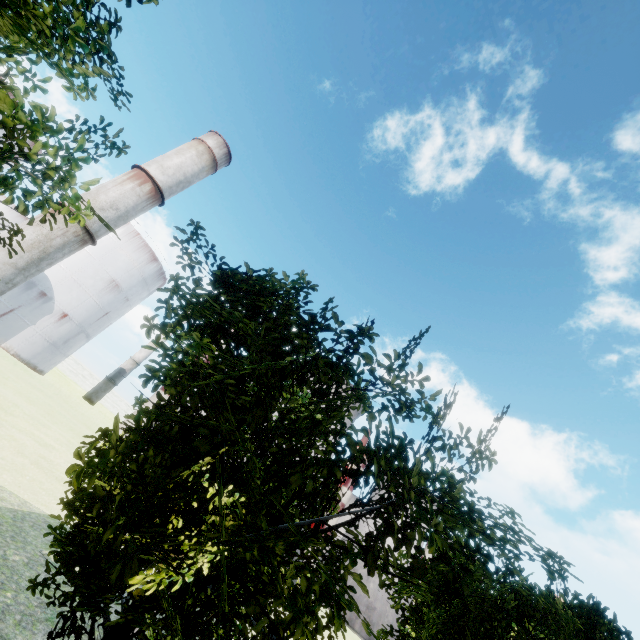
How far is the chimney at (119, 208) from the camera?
40.6 meters

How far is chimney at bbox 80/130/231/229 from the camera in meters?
40.6 m

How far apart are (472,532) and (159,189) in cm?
5144

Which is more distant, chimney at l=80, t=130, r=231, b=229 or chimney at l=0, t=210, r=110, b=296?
chimney at l=80, t=130, r=231, b=229

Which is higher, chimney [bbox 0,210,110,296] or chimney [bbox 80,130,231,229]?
chimney [bbox 80,130,231,229]

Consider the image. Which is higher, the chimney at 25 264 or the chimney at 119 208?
the chimney at 119 208
